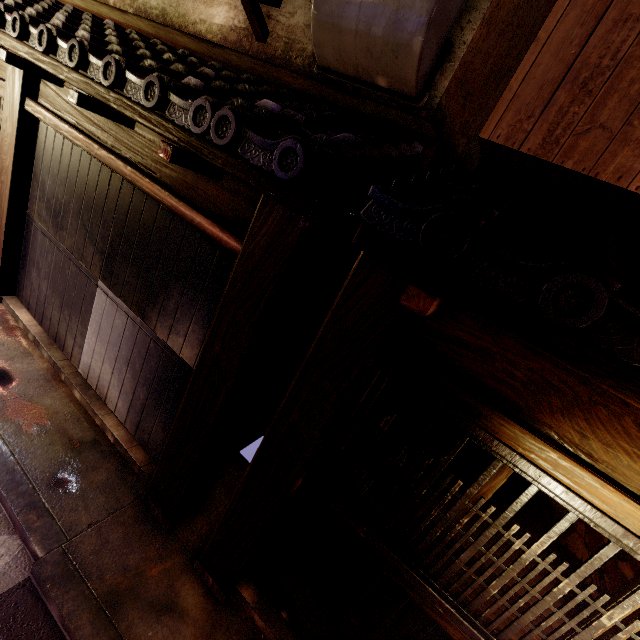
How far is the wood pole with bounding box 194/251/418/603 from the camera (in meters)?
3.46

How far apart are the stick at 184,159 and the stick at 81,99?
2.08m

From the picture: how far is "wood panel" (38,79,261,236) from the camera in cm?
469

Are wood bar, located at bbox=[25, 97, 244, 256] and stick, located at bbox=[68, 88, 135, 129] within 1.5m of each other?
yes

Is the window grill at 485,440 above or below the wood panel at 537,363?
below

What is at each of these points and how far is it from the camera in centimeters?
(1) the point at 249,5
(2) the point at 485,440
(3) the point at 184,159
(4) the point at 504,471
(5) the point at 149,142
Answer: (1) terrace, 558cm
(2) window grill, 317cm
(3) stick, 416cm
(4) window, 348cm
(5) wood panel, 548cm

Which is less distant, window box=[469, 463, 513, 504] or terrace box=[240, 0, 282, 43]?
window box=[469, 463, 513, 504]

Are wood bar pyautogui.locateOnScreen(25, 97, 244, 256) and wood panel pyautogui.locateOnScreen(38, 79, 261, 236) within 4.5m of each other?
yes
